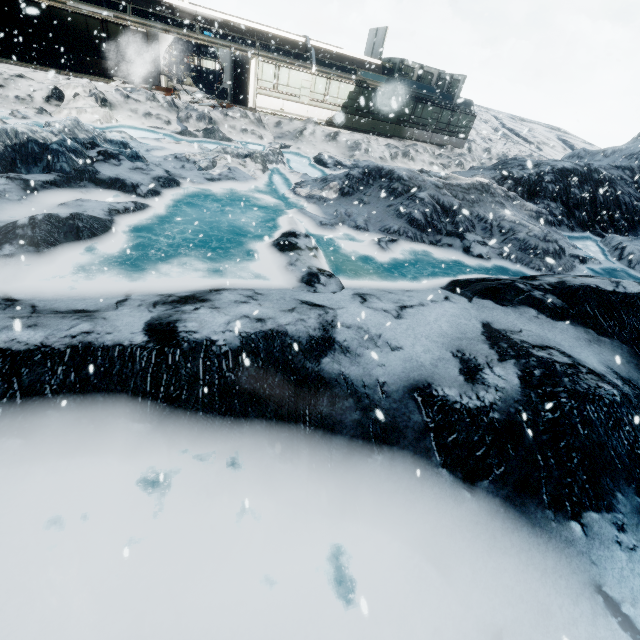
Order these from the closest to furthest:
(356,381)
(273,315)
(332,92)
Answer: (356,381)
(273,315)
(332,92)
